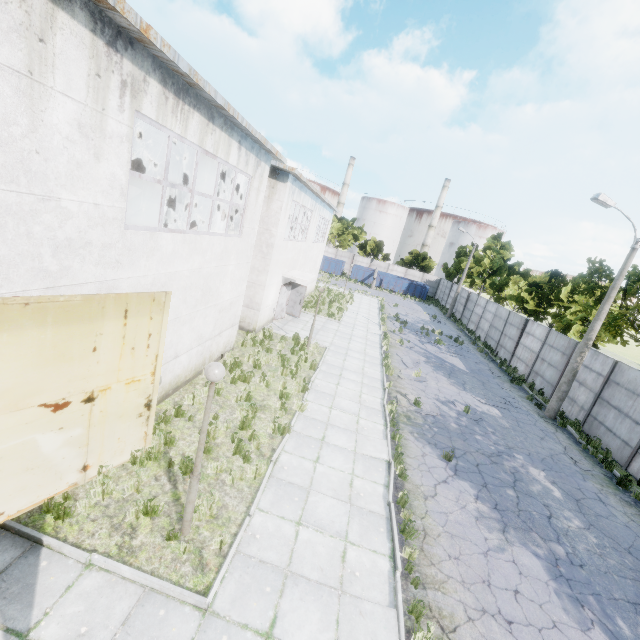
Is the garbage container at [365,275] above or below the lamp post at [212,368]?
below

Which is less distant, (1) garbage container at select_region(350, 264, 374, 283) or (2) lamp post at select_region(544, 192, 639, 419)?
(2) lamp post at select_region(544, 192, 639, 419)

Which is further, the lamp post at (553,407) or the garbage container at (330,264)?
the garbage container at (330,264)

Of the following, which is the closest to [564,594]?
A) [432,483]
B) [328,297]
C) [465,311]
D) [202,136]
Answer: [432,483]

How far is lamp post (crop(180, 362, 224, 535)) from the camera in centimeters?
496cm

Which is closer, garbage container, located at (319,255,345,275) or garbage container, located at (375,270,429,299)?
garbage container, located at (375,270,429,299)

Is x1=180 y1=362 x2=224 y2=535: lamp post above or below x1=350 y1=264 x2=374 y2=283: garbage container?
above

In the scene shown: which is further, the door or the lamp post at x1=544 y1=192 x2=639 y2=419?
the lamp post at x1=544 y1=192 x2=639 y2=419
